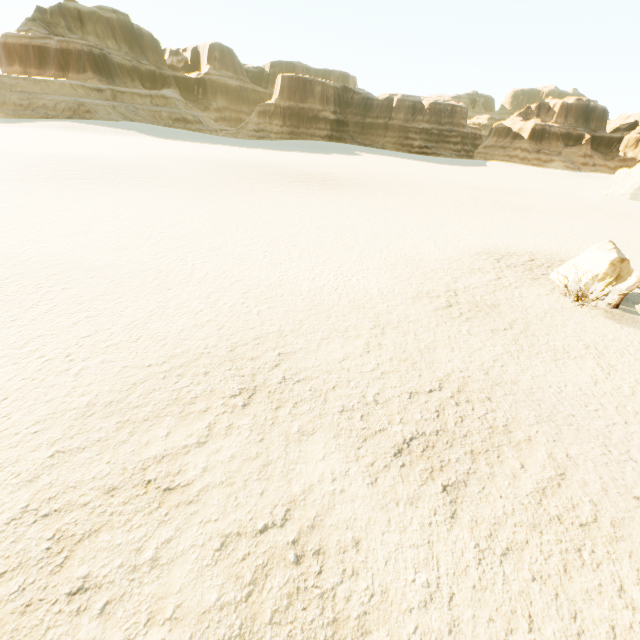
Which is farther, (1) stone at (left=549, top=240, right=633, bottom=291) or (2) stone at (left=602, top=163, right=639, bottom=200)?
(2) stone at (left=602, top=163, right=639, bottom=200)

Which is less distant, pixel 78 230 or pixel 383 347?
pixel 383 347

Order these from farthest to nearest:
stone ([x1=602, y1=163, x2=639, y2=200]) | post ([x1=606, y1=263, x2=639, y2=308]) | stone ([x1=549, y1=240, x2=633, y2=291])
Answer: stone ([x1=602, y1=163, x2=639, y2=200]) → stone ([x1=549, y1=240, x2=633, y2=291]) → post ([x1=606, y1=263, x2=639, y2=308])

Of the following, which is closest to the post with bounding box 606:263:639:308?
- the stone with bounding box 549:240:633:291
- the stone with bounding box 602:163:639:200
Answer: the stone with bounding box 549:240:633:291

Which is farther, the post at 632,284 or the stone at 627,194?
the stone at 627,194

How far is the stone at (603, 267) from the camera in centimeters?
1017cm

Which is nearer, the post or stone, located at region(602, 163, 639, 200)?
the post

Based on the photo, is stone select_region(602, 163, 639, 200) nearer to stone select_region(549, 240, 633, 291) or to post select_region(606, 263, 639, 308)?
stone select_region(549, 240, 633, 291)
